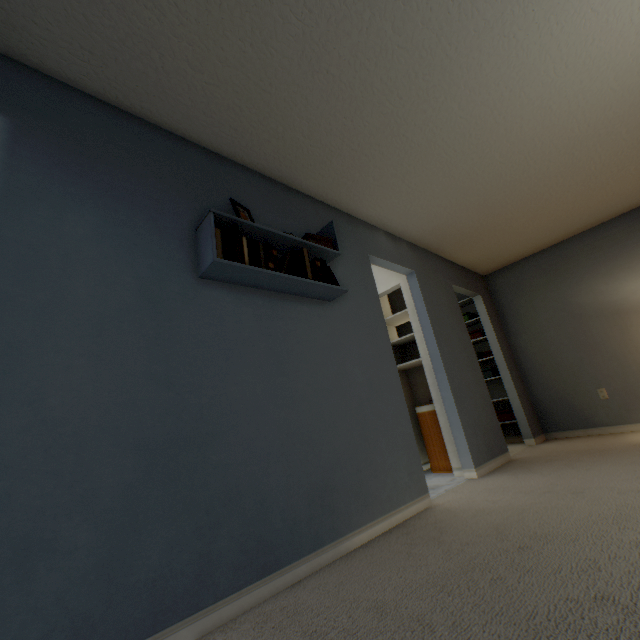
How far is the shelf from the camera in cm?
168

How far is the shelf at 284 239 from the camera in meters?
1.7

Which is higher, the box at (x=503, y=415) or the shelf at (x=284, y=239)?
the shelf at (x=284, y=239)

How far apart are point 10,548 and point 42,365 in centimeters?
57cm

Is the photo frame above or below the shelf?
above

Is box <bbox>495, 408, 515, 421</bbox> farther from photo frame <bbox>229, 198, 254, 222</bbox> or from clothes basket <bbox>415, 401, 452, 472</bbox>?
photo frame <bbox>229, 198, 254, 222</bbox>

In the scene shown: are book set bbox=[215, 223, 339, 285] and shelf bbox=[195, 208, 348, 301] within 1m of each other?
yes
